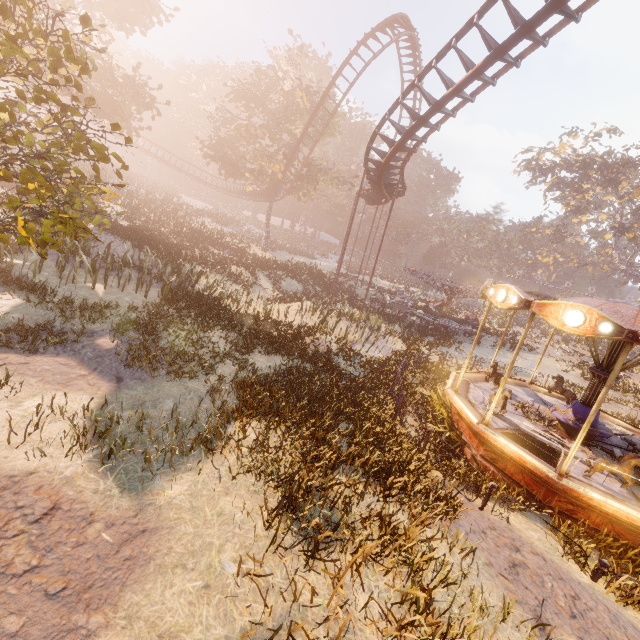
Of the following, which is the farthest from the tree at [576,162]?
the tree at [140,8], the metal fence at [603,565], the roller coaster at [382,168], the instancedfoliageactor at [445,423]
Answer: the metal fence at [603,565]

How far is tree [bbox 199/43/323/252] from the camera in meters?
31.9

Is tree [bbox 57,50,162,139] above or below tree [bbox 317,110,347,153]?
below

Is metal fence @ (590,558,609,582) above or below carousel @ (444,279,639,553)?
above

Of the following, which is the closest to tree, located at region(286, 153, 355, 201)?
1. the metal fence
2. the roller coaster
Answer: the roller coaster

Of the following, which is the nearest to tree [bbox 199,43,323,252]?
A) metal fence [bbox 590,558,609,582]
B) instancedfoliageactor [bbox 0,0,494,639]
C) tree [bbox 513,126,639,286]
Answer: instancedfoliageactor [bbox 0,0,494,639]

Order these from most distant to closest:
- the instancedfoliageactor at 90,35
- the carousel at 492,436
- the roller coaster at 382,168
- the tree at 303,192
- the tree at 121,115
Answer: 1. the tree at 303,192
2. the tree at 121,115
3. the roller coaster at 382,168
4. the carousel at 492,436
5. the instancedfoliageactor at 90,35

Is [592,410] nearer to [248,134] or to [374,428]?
[374,428]
